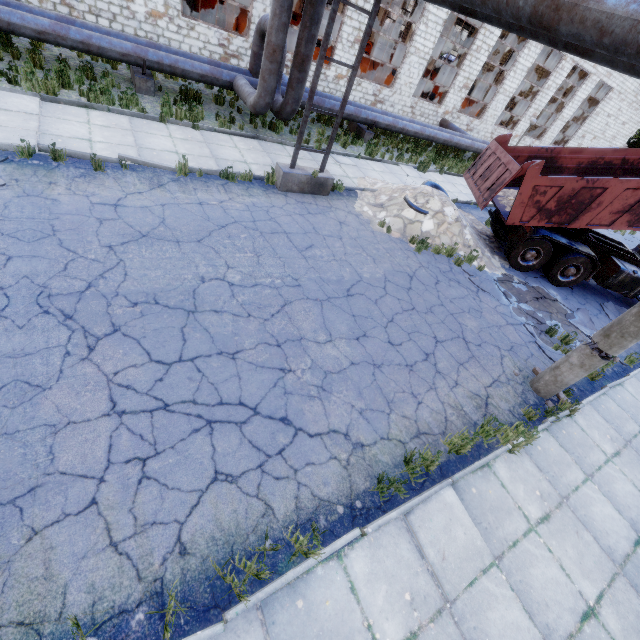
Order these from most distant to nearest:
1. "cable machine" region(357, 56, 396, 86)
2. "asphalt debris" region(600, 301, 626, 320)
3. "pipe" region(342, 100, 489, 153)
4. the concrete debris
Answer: "cable machine" region(357, 56, 396, 86) < "pipe" region(342, 100, 489, 153) < "asphalt debris" region(600, 301, 626, 320) < the concrete debris

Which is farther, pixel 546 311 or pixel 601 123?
pixel 601 123

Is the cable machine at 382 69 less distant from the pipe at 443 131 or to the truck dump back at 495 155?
the pipe at 443 131

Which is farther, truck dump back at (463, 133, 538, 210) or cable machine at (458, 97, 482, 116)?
cable machine at (458, 97, 482, 116)

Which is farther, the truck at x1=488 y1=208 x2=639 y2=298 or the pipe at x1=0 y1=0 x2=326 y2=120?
the truck at x1=488 y1=208 x2=639 y2=298

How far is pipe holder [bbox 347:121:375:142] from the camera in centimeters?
1567cm

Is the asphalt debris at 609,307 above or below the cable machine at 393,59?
below

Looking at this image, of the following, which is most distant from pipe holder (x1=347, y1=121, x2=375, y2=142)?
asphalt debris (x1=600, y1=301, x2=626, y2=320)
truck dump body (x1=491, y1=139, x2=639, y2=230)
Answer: asphalt debris (x1=600, y1=301, x2=626, y2=320)
